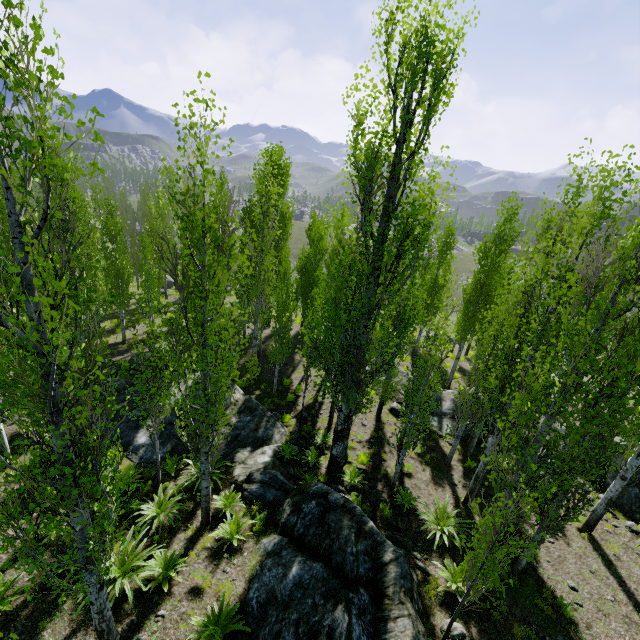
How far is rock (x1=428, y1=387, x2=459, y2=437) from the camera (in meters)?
16.00

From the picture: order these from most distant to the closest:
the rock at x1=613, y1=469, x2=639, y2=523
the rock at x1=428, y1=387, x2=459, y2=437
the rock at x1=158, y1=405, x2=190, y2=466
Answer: the rock at x1=428, y1=387, x2=459, y2=437 < the rock at x1=158, y1=405, x2=190, y2=466 < the rock at x1=613, y1=469, x2=639, y2=523

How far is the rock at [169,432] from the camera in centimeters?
1240cm

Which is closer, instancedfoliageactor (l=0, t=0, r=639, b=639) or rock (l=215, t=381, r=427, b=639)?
instancedfoliageactor (l=0, t=0, r=639, b=639)

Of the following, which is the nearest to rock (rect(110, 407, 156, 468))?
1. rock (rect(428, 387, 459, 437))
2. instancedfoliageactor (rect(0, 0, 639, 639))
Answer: instancedfoliageactor (rect(0, 0, 639, 639))

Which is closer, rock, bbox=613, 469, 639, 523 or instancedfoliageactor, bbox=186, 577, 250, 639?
instancedfoliageactor, bbox=186, 577, 250, 639

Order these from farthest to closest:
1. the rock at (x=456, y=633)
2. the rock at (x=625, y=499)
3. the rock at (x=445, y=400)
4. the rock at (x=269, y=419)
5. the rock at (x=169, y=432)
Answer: the rock at (x=445, y=400) → the rock at (x=169, y=432) → the rock at (x=625, y=499) → the rock at (x=456, y=633) → the rock at (x=269, y=419)

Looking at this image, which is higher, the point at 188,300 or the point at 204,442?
the point at 204,442
